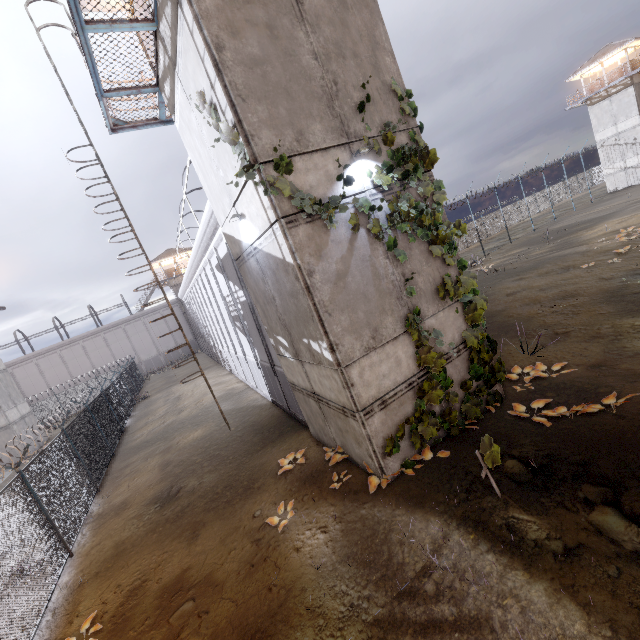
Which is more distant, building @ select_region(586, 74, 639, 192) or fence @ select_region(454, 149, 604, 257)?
building @ select_region(586, 74, 639, 192)

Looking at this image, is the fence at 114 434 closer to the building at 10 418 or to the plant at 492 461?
the building at 10 418

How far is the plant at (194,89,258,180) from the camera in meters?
5.5

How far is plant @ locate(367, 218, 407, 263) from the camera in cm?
634

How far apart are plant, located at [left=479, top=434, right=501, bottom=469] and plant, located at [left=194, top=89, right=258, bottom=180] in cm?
613

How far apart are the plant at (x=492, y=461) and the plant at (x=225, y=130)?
6.13m

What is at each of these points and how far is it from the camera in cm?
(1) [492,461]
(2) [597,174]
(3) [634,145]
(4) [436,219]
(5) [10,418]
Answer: (1) plant, 521
(2) fence, 5141
(3) building, 3531
(4) plant, 720
(5) building, 2378

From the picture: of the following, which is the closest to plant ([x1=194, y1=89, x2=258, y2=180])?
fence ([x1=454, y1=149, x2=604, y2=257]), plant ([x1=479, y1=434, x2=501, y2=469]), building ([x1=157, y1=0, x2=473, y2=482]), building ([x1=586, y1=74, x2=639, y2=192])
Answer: building ([x1=157, y1=0, x2=473, y2=482])
